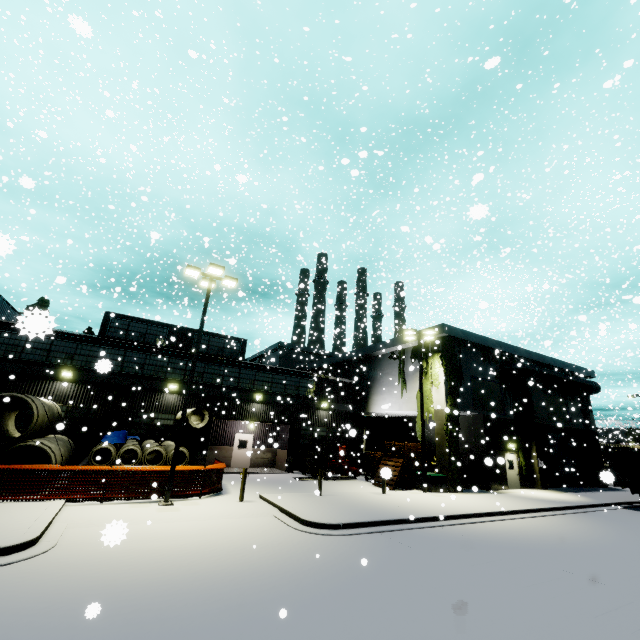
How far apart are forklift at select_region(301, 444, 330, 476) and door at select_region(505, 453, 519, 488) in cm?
1269

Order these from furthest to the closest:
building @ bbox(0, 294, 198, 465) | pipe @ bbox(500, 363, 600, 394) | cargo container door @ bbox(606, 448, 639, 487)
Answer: pipe @ bbox(500, 363, 600, 394), cargo container door @ bbox(606, 448, 639, 487), building @ bbox(0, 294, 198, 465)

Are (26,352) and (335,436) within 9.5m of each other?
no

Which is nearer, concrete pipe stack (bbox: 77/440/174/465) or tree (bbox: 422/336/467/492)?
concrete pipe stack (bbox: 77/440/174/465)

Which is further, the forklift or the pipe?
the pipe

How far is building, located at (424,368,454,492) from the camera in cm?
2006

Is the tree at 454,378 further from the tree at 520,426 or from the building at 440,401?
the tree at 520,426

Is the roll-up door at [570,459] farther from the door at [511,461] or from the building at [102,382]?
the door at [511,461]
